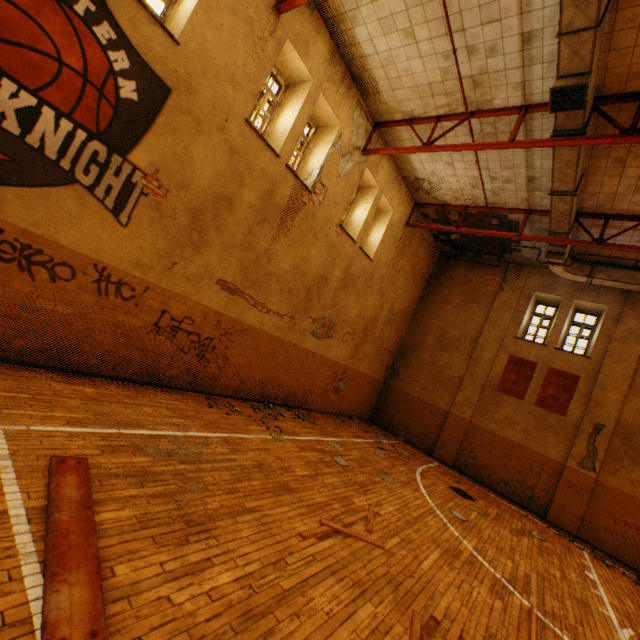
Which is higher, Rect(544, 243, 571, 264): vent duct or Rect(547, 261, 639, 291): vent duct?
Rect(547, 261, 639, 291): vent duct

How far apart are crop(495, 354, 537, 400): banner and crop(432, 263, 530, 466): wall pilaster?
0.4m

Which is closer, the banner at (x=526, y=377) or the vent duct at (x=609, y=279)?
the vent duct at (x=609, y=279)

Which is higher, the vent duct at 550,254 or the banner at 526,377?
the vent duct at 550,254

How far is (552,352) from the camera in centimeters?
1218cm

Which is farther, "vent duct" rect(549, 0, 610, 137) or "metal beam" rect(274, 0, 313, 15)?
"metal beam" rect(274, 0, 313, 15)

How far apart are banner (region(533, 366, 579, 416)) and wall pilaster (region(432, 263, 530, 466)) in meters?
1.7

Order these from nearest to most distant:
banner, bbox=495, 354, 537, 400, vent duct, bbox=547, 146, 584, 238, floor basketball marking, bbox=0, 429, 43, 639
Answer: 1. floor basketball marking, bbox=0, 429, 43, 639
2. vent duct, bbox=547, 146, 584, 238
3. banner, bbox=495, 354, 537, 400
